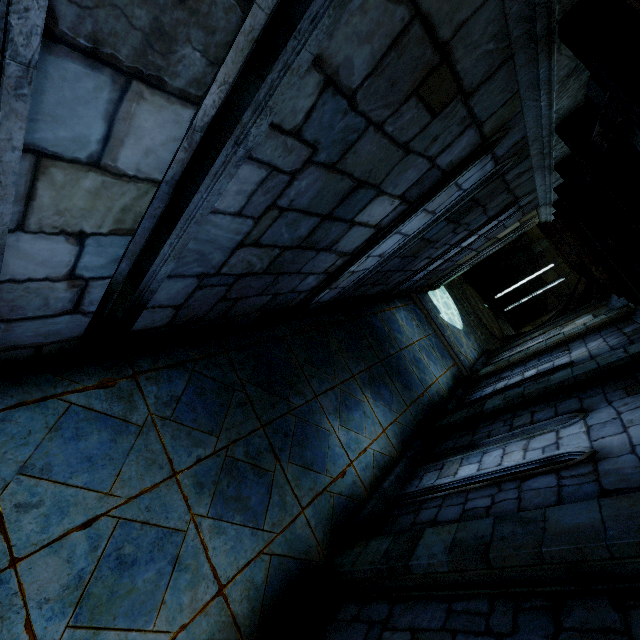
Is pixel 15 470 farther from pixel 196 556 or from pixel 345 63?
pixel 345 63
